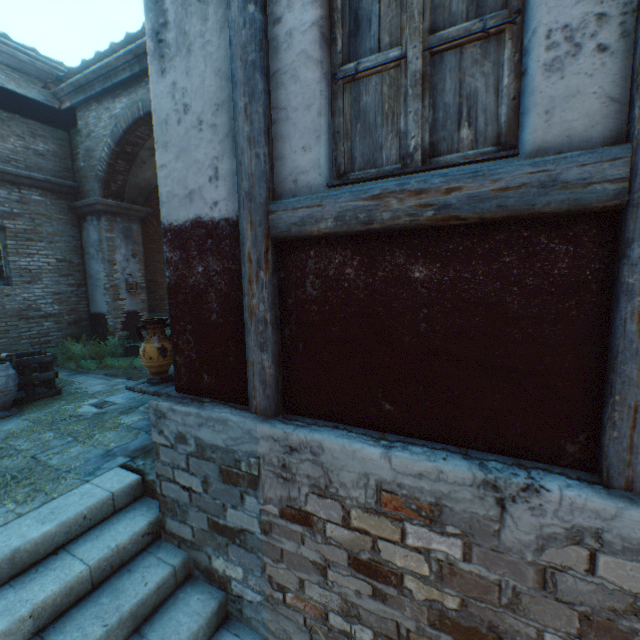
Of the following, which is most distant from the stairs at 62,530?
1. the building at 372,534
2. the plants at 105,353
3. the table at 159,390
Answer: the plants at 105,353

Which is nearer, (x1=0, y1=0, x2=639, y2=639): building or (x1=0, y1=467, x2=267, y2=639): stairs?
(x1=0, y1=0, x2=639, y2=639): building

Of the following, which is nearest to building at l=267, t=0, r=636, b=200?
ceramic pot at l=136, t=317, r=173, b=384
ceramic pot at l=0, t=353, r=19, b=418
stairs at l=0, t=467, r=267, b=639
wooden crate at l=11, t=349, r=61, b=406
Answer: stairs at l=0, t=467, r=267, b=639

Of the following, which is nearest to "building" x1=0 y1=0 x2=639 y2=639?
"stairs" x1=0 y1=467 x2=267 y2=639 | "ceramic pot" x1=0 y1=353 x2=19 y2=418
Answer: "stairs" x1=0 y1=467 x2=267 y2=639

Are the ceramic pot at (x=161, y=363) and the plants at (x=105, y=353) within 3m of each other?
no

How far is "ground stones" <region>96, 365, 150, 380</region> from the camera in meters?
6.7 m

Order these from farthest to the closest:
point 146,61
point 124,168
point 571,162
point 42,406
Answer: point 124,168 < point 146,61 < point 42,406 < point 571,162

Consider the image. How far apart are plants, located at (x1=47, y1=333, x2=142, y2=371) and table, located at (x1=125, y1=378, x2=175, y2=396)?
4.1m
